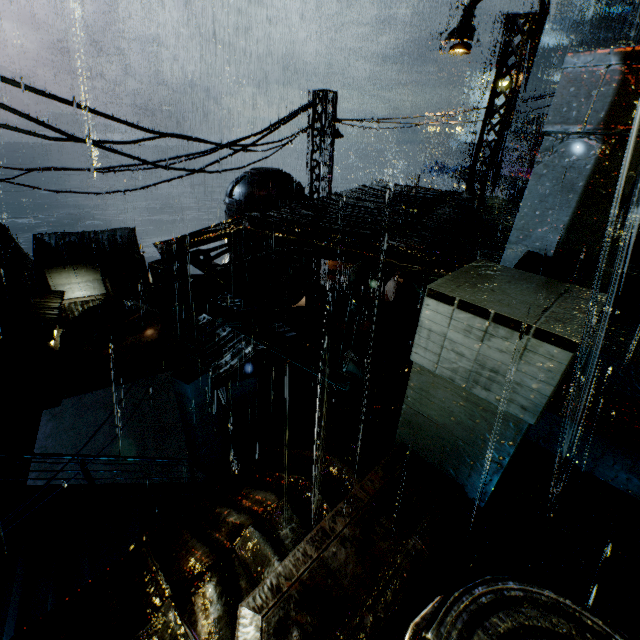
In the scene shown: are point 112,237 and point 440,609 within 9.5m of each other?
no

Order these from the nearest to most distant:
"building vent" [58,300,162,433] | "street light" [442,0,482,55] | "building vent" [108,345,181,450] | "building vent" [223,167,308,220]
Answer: "street light" [442,0,482,55]
"building vent" [223,167,308,220]
"building vent" [108,345,181,450]
"building vent" [58,300,162,433]

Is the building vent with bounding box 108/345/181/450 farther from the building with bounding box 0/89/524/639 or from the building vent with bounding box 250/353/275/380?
the building vent with bounding box 250/353/275/380

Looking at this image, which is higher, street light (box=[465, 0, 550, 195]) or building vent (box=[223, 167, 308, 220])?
street light (box=[465, 0, 550, 195])

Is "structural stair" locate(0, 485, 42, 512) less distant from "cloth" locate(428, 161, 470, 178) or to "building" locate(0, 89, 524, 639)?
"building" locate(0, 89, 524, 639)

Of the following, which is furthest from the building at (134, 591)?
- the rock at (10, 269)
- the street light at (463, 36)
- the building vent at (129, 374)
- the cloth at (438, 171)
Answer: the cloth at (438, 171)

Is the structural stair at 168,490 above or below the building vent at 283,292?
below

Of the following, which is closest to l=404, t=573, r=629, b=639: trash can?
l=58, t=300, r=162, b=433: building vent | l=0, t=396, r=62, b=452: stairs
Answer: l=0, t=396, r=62, b=452: stairs
